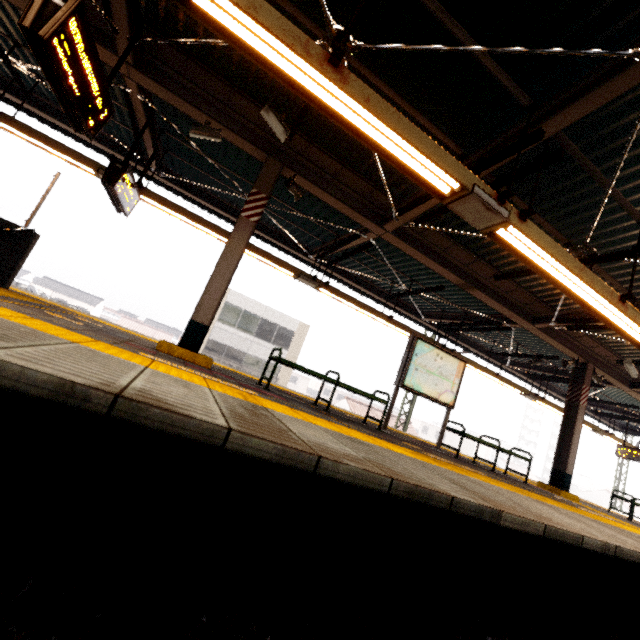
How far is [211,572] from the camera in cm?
211

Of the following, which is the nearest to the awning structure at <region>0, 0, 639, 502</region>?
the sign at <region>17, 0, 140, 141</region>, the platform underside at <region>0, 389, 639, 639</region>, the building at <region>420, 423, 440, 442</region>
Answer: the sign at <region>17, 0, 140, 141</region>

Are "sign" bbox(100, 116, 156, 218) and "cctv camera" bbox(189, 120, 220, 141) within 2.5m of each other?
yes

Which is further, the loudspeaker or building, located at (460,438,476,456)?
building, located at (460,438,476,456)

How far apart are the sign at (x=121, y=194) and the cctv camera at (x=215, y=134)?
1.2 meters

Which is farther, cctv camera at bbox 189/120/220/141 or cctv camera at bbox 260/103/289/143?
cctv camera at bbox 189/120/220/141

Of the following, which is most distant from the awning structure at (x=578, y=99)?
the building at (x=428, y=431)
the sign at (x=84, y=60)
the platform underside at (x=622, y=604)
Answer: the building at (x=428, y=431)

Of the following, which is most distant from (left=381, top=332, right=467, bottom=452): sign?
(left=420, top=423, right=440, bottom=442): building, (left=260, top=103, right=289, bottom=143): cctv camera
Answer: (left=420, top=423, right=440, bottom=442): building
